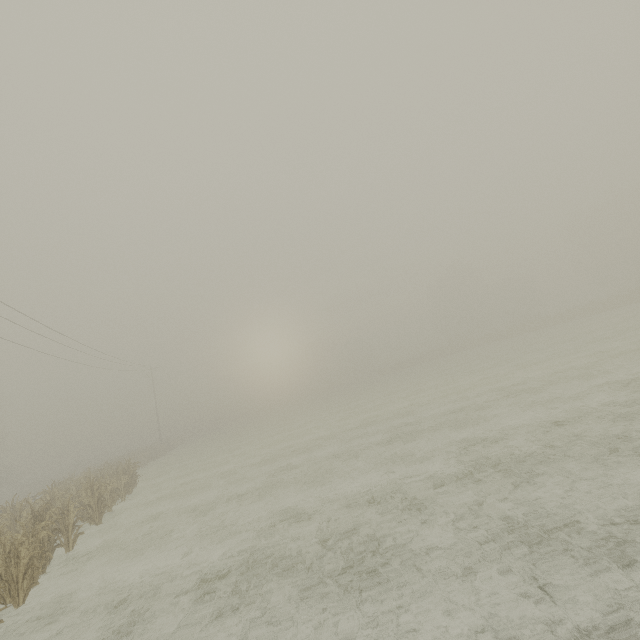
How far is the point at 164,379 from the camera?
55.31m
